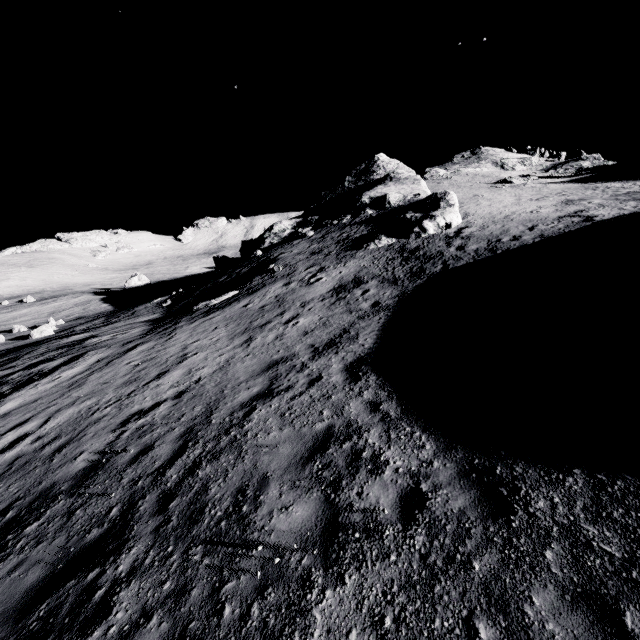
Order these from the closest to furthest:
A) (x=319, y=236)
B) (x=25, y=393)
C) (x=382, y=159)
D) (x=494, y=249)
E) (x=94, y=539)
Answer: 1. (x=94, y=539)
2. (x=25, y=393)
3. (x=494, y=249)
4. (x=319, y=236)
5. (x=382, y=159)

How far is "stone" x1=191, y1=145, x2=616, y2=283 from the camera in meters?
23.1 m

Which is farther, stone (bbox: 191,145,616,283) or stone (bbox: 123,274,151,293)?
stone (bbox: 123,274,151,293)

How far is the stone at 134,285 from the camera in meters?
57.8

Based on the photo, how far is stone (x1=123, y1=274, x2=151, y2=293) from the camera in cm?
5782

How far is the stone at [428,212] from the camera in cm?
2311

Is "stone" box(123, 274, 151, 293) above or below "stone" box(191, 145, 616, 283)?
below
